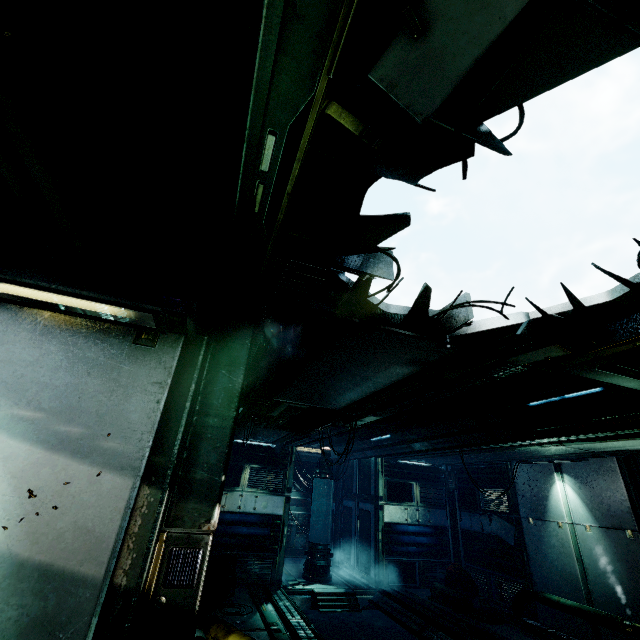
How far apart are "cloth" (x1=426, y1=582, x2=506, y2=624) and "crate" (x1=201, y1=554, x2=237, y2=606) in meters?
6.4 m

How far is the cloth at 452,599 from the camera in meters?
9.3 m

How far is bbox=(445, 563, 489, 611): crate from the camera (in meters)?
10.13

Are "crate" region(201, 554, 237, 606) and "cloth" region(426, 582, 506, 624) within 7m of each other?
yes

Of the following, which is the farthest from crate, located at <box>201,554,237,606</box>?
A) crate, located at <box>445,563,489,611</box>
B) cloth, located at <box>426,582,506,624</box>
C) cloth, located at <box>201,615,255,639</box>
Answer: crate, located at <box>445,563,489,611</box>

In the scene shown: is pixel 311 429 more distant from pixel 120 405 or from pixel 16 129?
pixel 16 129

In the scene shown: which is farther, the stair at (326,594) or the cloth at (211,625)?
the stair at (326,594)

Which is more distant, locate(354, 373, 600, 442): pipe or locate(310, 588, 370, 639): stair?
locate(310, 588, 370, 639): stair
